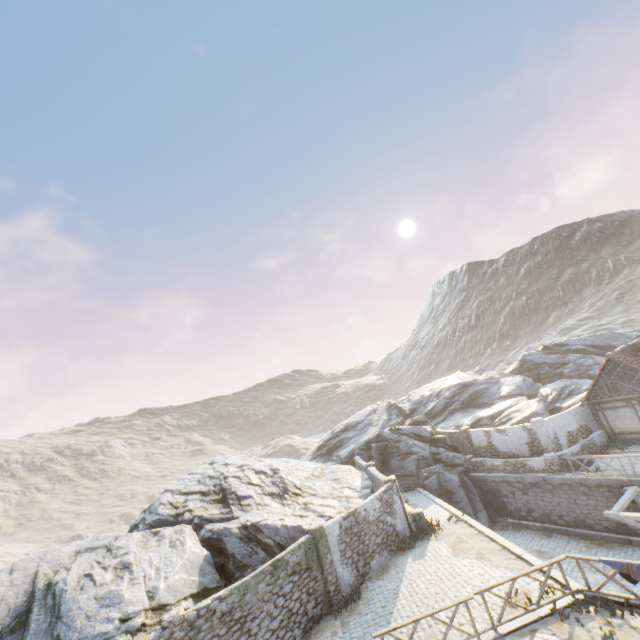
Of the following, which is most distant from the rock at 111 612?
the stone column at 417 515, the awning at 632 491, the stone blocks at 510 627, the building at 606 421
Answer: the building at 606 421

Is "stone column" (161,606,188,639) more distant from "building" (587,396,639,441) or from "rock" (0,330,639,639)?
"building" (587,396,639,441)

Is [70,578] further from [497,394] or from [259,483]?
[497,394]

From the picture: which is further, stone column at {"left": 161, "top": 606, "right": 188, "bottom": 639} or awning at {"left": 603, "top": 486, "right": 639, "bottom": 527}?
awning at {"left": 603, "top": 486, "right": 639, "bottom": 527}

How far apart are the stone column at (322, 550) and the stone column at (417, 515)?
5.1m

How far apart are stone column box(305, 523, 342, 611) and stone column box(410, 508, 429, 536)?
5.1 meters

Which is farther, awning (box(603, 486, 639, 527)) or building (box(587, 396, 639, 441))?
building (box(587, 396, 639, 441))

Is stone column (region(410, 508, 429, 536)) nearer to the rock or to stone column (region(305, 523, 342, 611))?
A: the rock
